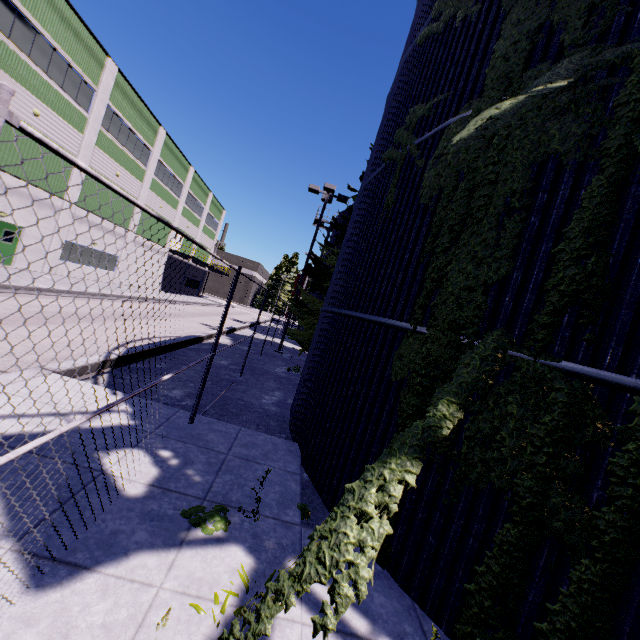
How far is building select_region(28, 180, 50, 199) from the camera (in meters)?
18.94

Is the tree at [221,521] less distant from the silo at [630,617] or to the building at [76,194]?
the silo at [630,617]

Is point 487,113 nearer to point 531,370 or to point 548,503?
point 531,370

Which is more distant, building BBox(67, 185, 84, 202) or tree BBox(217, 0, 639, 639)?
building BBox(67, 185, 84, 202)

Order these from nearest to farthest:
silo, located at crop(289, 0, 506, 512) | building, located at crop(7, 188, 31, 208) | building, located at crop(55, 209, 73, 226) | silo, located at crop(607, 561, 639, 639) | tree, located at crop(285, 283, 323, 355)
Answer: silo, located at crop(607, 561, 639, 639) → silo, located at crop(289, 0, 506, 512) → tree, located at crop(285, 283, 323, 355) → building, located at crop(7, 188, 31, 208) → building, located at crop(55, 209, 73, 226)

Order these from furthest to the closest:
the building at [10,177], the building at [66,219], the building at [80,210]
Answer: the building at [80,210], the building at [66,219], the building at [10,177]

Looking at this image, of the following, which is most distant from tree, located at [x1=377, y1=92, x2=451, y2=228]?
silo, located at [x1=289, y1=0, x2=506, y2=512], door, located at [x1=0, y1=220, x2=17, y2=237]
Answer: door, located at [x1=0, y1=220, x2=17, y2=237]

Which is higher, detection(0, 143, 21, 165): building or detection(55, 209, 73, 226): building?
detection(0, 143, 21, 165): building
